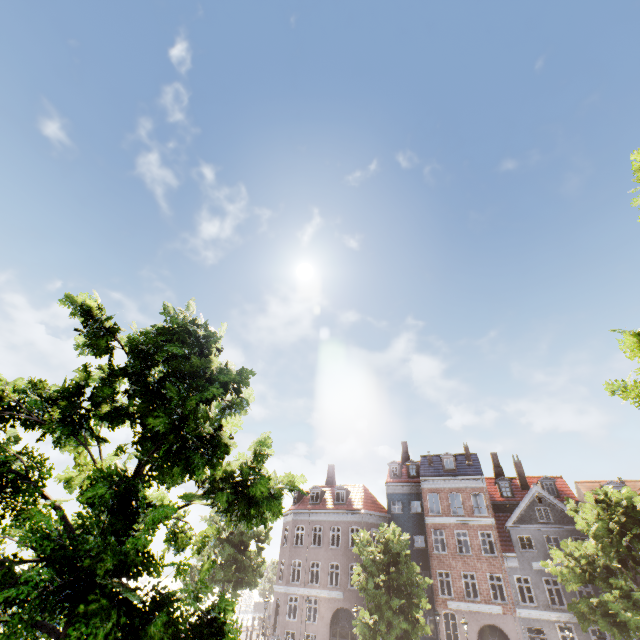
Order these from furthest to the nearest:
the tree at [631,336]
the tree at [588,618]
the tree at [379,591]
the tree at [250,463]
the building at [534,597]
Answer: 1. the building at [534,597]
2. the tree at [379,591]
3. the tree at [588,618]
4. the tree at [631,336]
5. the tree at [250,463]

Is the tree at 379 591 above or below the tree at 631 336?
below

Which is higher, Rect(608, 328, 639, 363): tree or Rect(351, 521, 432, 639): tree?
Rect(608, 328, 639, 363): tree

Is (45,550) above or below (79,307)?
below

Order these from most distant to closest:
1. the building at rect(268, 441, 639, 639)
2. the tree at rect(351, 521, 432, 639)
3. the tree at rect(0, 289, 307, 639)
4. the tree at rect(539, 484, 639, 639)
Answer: the building at rect(268, 441, 639, 639)
the tree at rect(351, 521, 432, 639)
the tree at rect(539, 484, 639, 639)
the tree at rect(0, 289, 307, 639)

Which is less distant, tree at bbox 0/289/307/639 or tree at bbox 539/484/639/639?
tree at bbox 0/289/307/639

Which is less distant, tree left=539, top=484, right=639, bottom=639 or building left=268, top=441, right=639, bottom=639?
tree left=539, top=484, right=639, bottom=639
